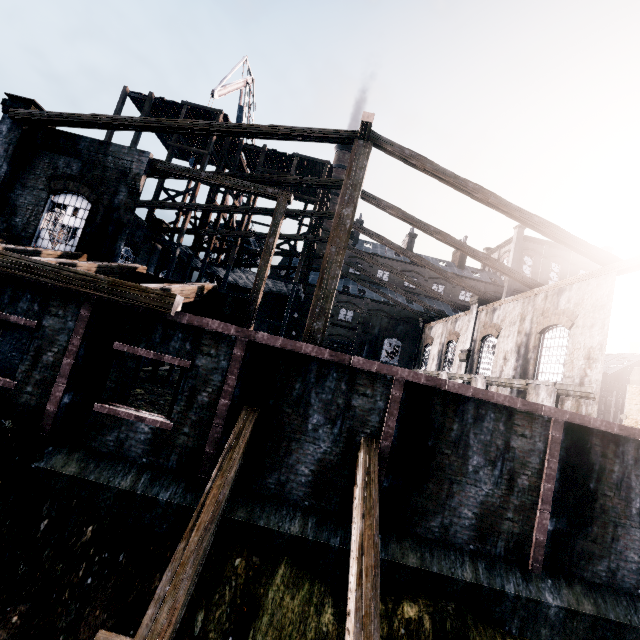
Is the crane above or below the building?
above

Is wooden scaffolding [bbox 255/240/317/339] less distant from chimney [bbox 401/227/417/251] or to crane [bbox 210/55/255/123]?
crane [bbox 210/55/255/123]

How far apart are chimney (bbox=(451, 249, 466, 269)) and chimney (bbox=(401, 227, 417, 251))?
7.5m

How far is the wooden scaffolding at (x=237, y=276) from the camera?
25.1m

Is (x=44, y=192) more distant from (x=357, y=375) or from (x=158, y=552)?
(x=357, y=375)

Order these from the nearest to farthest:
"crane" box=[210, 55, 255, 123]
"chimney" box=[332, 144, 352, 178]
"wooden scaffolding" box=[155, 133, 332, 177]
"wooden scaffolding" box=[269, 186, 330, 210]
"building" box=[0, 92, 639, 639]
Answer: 1. "building" box=[0, 92, 639, 639]
2. "wooden scaffolding" box=[155, 133, 332, 177]
3. "wooden scaffolding" box=[269, 186, 330, 210]
4. "crane" box=[210, 55, 255, 123]
5. "chimney" box=[332, 144, 352, 178]

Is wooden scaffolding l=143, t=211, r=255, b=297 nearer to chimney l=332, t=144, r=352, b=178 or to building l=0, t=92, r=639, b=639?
building l=0, t=92, r=639, b=639

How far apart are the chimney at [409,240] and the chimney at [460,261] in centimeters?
754cm
